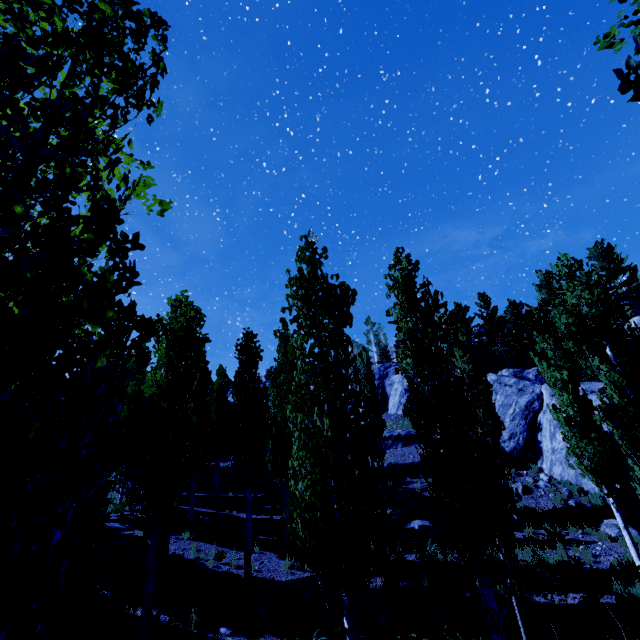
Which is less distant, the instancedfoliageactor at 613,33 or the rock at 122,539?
the instancedfoliageactor at 613,33

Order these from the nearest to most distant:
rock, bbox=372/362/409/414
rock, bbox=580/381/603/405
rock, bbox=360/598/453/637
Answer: rock, bbox=360/598/453/637, rock, bbox=580/381/603/405, rock, bbox=372/362/409/414

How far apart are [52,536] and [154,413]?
4.5m

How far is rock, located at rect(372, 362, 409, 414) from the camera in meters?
35.2

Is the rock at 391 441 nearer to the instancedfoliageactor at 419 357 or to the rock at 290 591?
the instancedfoliageactor at 419 357

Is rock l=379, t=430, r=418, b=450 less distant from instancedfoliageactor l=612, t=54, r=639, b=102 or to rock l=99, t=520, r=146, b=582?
instancedfoliageactor l=612, t=54, r=639, b=102
